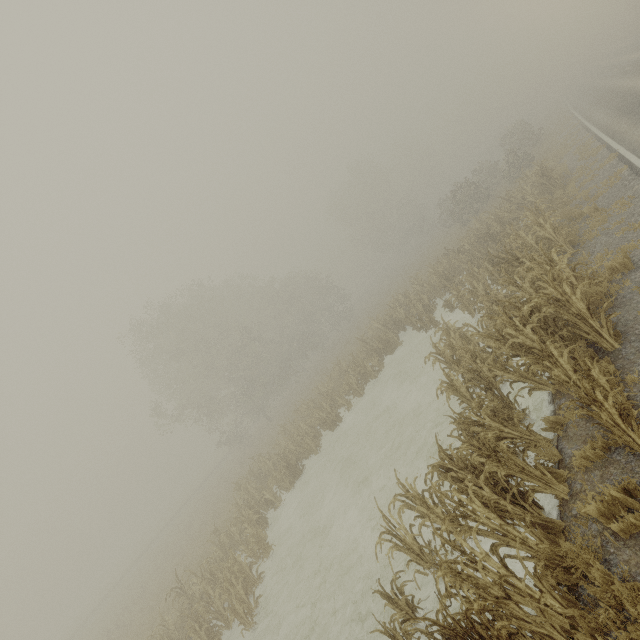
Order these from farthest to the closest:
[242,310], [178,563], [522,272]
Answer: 1. [242,310]
2. [178,563]
3. [522,272]
